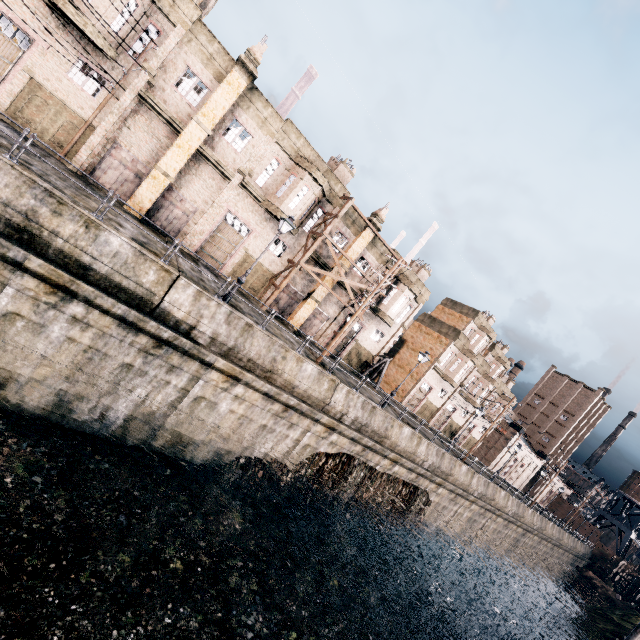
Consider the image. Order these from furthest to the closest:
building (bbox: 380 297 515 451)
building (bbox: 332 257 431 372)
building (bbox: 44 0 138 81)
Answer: building (bbox: 380 297 515 451) < building (bbox: 332 257 431 372) < building (bbox: 44 0 138 81)

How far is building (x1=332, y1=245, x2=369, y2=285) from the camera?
29.72m

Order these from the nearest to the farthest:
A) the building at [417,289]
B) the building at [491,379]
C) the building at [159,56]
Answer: the building at [159,56] → the building at [417,289] → the building at [491,379]

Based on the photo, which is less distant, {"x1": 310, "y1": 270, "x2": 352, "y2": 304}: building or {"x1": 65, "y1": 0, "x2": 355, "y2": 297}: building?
{"x1": 65, "y1": 0, "x2": 355, "y2": 297}: building

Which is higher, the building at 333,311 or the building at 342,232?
the building at 342,232

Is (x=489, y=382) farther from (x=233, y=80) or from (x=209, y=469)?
(x=233, y=80)
